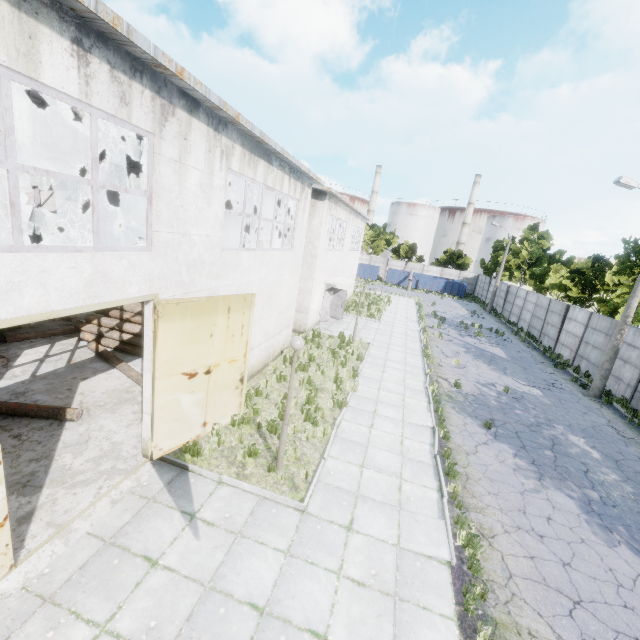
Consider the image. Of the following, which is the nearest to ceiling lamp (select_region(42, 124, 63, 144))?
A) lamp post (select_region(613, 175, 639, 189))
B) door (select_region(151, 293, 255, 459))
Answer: door (select_region(151, 293, 255, 459))

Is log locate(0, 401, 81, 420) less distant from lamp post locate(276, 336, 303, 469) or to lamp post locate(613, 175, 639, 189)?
lamp post locate(276, 336, 303, 469)

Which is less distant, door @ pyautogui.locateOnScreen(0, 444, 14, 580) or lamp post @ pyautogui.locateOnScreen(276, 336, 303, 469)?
door @ pyautogui.locateOnScreen(0, 444, 14, 580)

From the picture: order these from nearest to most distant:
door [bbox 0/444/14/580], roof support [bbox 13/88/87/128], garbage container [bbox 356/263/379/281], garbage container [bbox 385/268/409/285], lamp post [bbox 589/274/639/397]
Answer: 1. door [bbox 0/444/14/580]
2. roof support [bbox 13/88/87/128]
3. lamp post [bbox 589/274/639/397]
4. garbage container [bbox 385/268/409/285]
5. garbage container [bbox 356/263/379/281]

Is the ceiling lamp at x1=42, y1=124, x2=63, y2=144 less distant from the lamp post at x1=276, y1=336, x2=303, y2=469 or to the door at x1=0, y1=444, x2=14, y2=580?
the door at x1=0, y1=444, x2=14, y2=580

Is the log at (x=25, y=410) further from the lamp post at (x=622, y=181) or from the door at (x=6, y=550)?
the lamp post at (x=622, y=181)

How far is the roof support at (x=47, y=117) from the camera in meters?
7.6

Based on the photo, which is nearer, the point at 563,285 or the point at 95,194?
the point at 95,194
